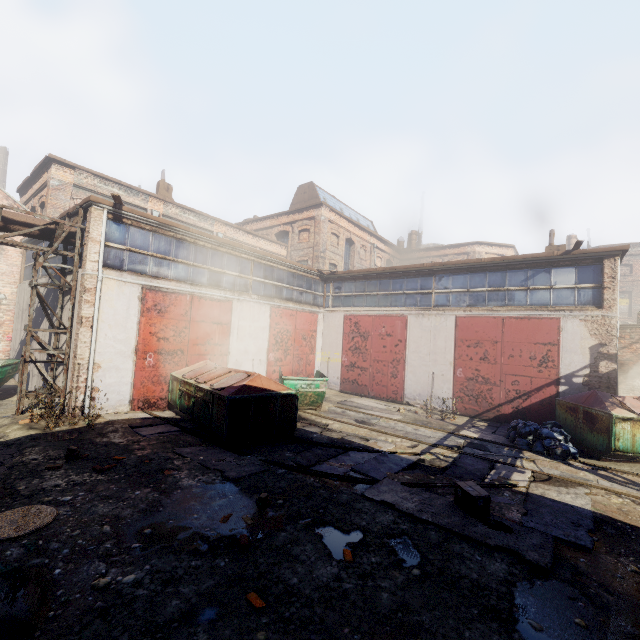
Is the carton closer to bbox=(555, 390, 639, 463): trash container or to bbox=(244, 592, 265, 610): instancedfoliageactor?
bbox=(244, 592, 265, 610): instancedfoliageactor

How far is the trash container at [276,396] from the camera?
8.10m

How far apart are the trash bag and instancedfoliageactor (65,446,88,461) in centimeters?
1127cm

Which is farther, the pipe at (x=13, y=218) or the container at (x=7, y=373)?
the container at (x=7, y=373)

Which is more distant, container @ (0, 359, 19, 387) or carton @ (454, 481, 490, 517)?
container @ (0, 359, 19, 387)

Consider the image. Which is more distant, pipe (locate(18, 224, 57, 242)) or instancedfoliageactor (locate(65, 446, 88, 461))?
pipe (locate(18, 224, 57, 242))

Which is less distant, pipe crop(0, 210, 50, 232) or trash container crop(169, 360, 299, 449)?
trash container crop(169, 360, 299, 449)

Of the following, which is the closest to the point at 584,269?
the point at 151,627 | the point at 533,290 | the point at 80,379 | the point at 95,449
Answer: the point at 533,290
